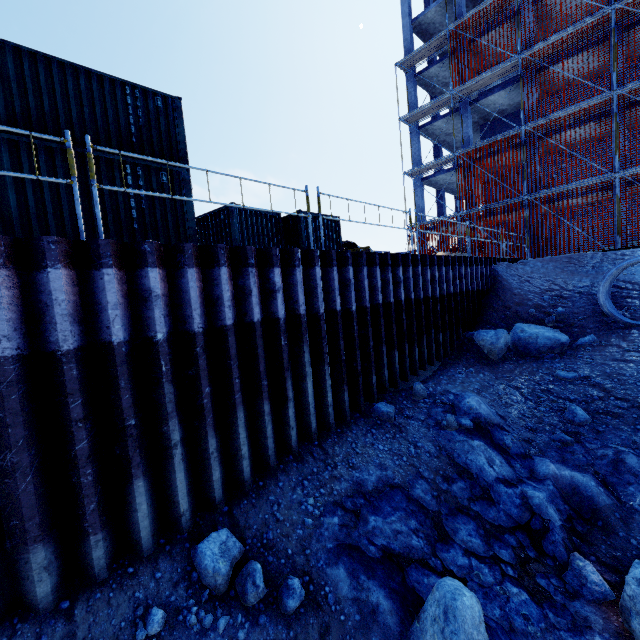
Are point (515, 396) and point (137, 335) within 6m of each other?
no

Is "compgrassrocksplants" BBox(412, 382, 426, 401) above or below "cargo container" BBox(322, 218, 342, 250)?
below

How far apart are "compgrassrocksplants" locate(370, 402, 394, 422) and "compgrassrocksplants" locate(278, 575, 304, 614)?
3.5m

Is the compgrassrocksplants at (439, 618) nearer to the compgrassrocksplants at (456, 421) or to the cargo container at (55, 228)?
the compgrassrocksplants at (456, 421)

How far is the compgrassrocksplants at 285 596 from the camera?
3.89m

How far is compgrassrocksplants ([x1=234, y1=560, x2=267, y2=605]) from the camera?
3.86m

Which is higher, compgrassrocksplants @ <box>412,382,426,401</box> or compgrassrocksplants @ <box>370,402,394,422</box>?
compgrassrocksplants @ <box>412,382,426,401</box>

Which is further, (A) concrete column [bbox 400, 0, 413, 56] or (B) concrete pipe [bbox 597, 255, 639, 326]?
(A) concrete column [bbox 400, 0, 413, 56]
